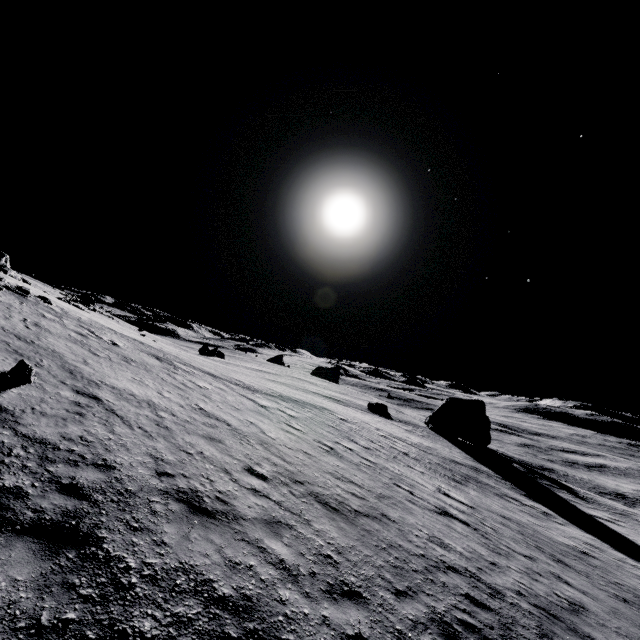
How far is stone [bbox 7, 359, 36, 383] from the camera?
8.72m

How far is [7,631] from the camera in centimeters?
365cm

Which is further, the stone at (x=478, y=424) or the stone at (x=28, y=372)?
the stone at (x=478, y=424)

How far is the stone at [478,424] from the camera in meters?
41.9

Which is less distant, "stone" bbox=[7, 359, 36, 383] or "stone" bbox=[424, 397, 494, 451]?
"stone" bbox=[7, 359, 36, 383]

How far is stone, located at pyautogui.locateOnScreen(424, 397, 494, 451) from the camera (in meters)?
41.88
